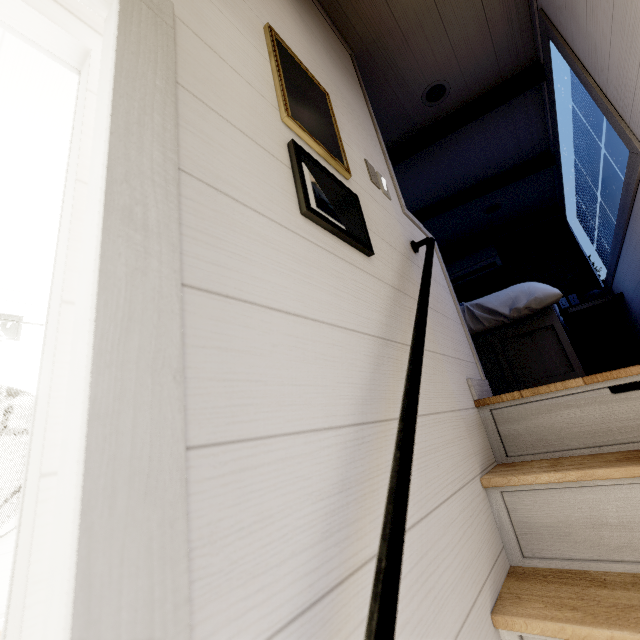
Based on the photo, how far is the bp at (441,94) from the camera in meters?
2.4

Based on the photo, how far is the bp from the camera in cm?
241

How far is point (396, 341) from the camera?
1.0m

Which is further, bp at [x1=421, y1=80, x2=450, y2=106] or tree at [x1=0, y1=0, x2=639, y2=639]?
bp at [x1=421, y1=80, x2=450, y2=106]

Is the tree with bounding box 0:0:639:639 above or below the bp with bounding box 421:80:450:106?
below

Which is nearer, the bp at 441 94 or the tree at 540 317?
the tree at 540 317
